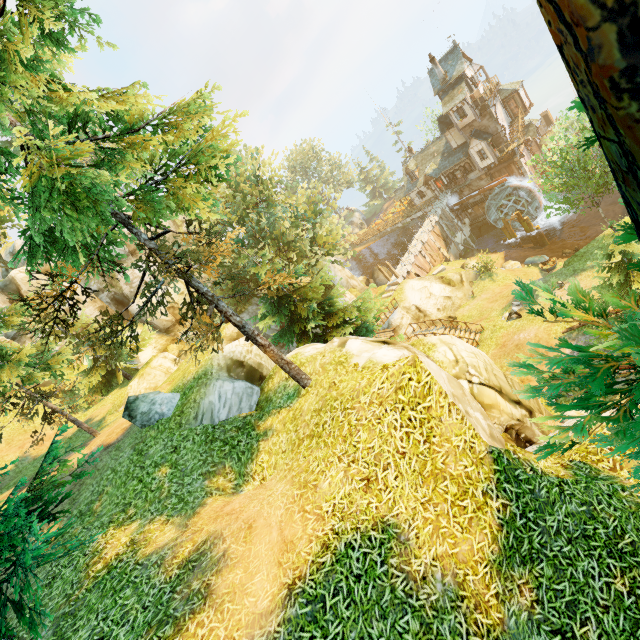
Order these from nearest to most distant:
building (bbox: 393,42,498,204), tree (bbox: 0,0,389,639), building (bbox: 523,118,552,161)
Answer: tree (bbox: 0,0,389,639) < building (bbox: 393,42,498,204) < building (bbox: 523,118,552,161)

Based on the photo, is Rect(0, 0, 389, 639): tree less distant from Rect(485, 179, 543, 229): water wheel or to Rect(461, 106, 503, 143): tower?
Rect(461, 106, 503, 143): tower

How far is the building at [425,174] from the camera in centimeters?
3684cm

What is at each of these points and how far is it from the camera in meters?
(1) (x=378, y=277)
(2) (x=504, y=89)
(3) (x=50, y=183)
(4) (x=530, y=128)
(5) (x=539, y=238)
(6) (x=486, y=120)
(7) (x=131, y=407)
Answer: (1) rock, 53.9
(2) building, 38.8
(3) tree, 5.7
(4) building, 41.2
(5) piling, 40.4
(6) tower, 38.3
(7) rock, 12.5

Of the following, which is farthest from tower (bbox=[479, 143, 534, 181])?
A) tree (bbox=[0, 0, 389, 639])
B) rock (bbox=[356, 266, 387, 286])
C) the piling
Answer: rock (bbox=[356, 266, 387, 286])

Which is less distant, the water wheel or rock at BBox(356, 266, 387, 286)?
the water wheel

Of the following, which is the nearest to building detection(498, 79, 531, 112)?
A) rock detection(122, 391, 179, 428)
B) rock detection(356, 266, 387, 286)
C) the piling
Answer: the piling
